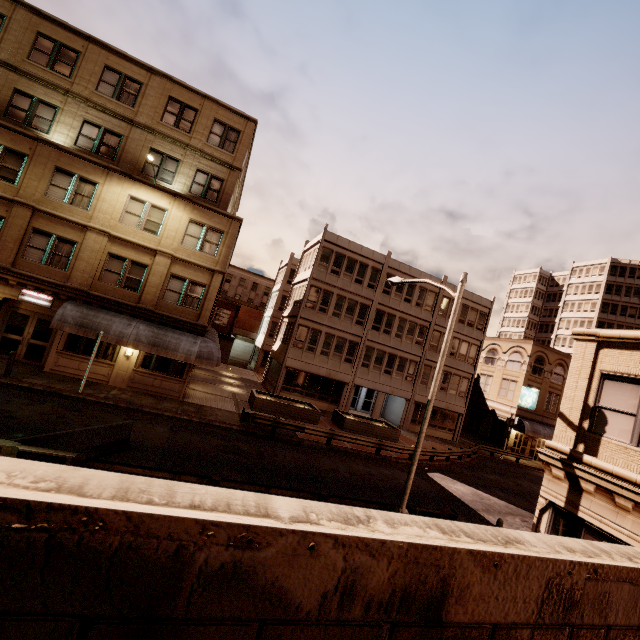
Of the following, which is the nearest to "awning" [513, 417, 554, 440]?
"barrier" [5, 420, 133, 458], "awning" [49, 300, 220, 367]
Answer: "awning" [49, 300, 220, 367]

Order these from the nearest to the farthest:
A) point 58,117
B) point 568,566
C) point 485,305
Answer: point 568,566, point 58,117, point 485,305

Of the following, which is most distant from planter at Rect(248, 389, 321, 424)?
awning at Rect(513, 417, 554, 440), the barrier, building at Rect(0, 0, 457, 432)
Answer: awning at Rect(513, 417, 554, 440)

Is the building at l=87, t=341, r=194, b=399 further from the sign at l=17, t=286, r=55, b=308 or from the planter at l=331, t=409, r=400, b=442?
the planter at l=331, t=409, r=400, b=442

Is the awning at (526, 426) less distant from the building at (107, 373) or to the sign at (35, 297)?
the building at (107, 373)

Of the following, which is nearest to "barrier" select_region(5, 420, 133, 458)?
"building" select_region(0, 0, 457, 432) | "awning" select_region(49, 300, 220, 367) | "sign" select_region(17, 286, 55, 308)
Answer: "awning" select_region(49, 300, 220, 367)

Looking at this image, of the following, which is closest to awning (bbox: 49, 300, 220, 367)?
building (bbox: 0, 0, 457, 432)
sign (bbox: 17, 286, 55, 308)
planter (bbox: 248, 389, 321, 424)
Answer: building (bbox: 0, 0, 457, 432)

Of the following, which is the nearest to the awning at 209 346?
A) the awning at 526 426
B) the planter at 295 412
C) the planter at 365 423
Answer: the planter at 295 412
